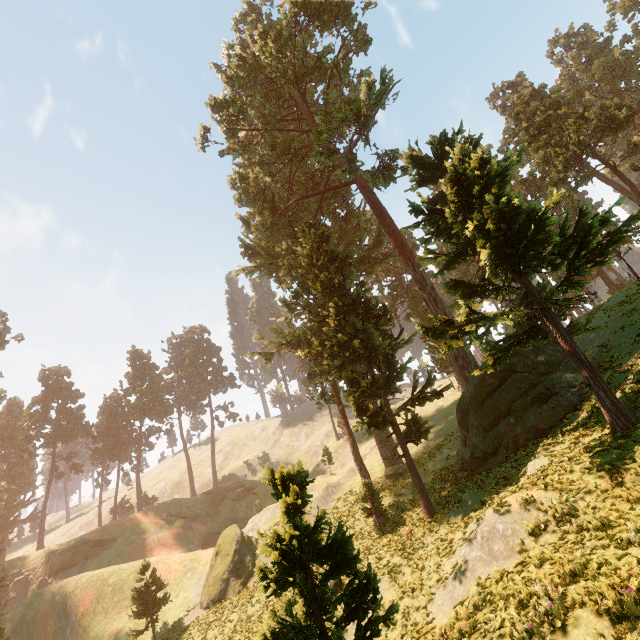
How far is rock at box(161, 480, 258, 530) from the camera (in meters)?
49.75

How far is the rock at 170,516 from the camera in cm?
4975

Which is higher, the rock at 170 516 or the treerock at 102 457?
the treerock at 102 457

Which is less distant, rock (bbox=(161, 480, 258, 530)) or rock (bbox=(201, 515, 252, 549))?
rock (bbox=(201, 515, 252, 549))

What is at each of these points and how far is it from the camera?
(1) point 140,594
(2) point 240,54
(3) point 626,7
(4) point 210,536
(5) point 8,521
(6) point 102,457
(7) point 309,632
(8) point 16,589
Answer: (1) treerock, 26.1 meters
(2) treerock, 28.7 meters
(3) treerock, 42.3 meters
(4) rock, 46.0 meters
(5) treerock, 56.0 meters
(6) treerock, 58.4 meters
(7) treerock, 6.7 meters
(8) rock, 42.2 meters

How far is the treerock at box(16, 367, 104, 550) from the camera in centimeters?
5275cm

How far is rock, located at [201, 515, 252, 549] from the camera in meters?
45.6 m

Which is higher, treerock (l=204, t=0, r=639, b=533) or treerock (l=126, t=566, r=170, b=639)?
treerock (l=204, t=0, r=639, b=533)
